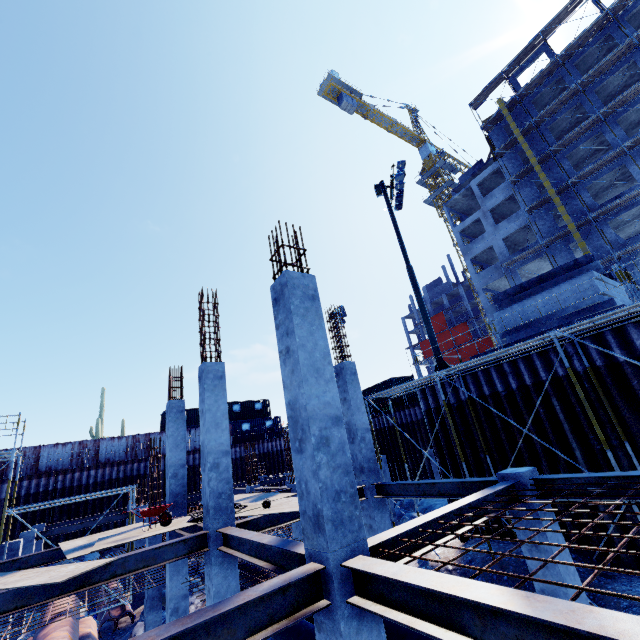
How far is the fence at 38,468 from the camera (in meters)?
25.81

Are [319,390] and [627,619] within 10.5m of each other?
yes

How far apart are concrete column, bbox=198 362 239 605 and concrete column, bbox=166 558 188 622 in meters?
4.3

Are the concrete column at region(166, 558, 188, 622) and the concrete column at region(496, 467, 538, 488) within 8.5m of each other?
no

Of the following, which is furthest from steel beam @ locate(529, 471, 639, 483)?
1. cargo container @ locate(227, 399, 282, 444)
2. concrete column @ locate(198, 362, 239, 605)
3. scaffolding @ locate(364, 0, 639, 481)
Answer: cargo container @ locate(227, 399, 282, 444)

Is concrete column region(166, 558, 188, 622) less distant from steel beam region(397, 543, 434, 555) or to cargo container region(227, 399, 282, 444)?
steel beam region(397, 543, 434, 555)

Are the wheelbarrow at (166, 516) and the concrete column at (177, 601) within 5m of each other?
yes
